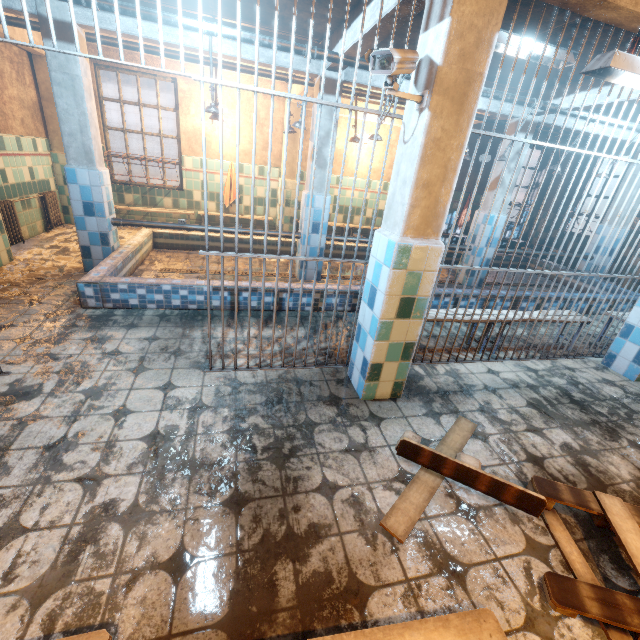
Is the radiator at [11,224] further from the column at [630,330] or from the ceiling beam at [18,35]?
the column at [630,330]

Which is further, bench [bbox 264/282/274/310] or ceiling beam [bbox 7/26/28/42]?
ceiling beam [bbox 7/26/28/42]

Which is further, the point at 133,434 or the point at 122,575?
the point at 133,434

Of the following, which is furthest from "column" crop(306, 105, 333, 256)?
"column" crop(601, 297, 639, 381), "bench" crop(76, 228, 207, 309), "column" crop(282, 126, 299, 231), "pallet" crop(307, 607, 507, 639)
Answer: "pallet" crop(307, 607, 507, 639)

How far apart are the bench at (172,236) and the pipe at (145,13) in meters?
1.9

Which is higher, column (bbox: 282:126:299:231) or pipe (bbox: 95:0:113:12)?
pipe (bbox: 95:0:113:12)

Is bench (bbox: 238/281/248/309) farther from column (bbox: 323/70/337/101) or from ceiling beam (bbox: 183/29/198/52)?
ceiling beam (bbox: 183/29/198/52)

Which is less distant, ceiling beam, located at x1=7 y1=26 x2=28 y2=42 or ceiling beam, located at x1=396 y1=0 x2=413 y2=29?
ceiling beam, located at x1=396 y1=0 x2=413 y2=29
